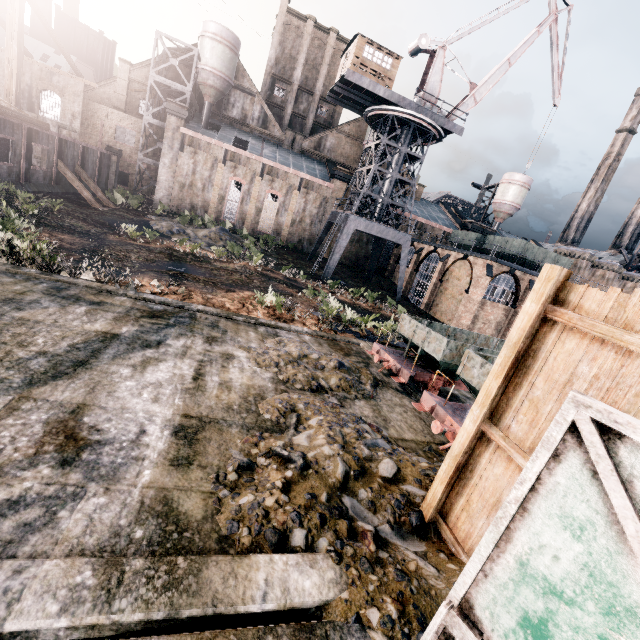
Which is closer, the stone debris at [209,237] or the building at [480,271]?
the stone debris at [209,237]

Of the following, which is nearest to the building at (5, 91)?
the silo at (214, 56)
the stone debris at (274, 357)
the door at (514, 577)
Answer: the silo at (214, 56)

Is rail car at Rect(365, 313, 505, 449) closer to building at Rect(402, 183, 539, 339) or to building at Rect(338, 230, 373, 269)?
building at Rect(338, 230, 373, 269)

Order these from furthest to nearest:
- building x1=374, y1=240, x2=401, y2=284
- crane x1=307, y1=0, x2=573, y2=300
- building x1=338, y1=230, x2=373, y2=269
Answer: building x1=374, y1=240, x2=401, y2=284
building x1=338, y1=230, x2=373, y2=269
crane x1=307, y1=0, x2=573, y2=300

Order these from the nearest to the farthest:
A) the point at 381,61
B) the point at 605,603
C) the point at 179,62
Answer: the point at 605,603 → the point at 381,61 → the point at 179,62

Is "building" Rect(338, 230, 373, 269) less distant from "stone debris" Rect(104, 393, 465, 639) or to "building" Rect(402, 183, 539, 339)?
"building" Rect(402, 183, 539, 339)

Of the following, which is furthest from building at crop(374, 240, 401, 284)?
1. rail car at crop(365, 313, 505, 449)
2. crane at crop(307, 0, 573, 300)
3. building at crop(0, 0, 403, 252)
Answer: rail car at crop(365, 313, 505, 449)

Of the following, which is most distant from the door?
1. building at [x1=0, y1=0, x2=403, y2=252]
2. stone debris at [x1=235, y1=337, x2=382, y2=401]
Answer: building at [x1=0, y1=0, x2=403, y2=252]
